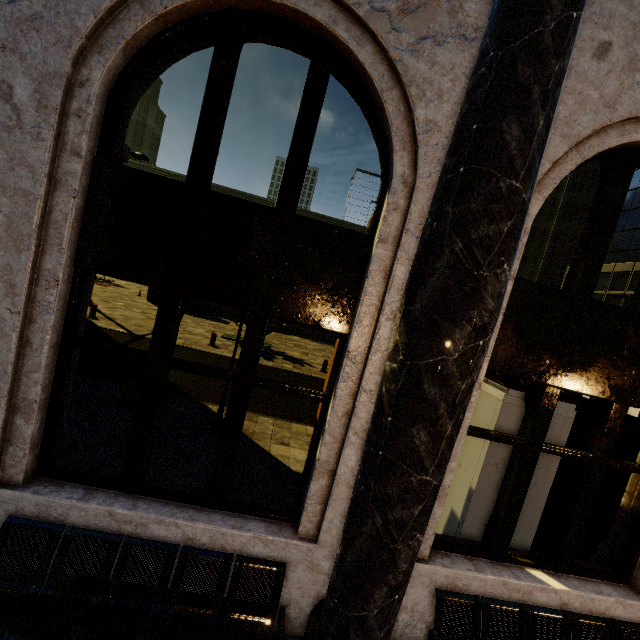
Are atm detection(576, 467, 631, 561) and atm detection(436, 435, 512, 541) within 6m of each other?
yes

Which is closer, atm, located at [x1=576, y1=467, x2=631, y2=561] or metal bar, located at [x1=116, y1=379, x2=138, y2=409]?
atm, located at [x1=576, y1=467, x2=631, y2=561]

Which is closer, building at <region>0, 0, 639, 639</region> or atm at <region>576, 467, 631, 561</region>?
building at <region>0, 0, 639, 639</region>

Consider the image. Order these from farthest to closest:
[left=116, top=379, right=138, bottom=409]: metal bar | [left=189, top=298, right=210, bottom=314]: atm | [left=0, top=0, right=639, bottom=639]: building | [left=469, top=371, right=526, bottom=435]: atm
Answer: A:
[left=189, top=298, right=210, bottom=314]: atm
[left=116, top=379, right=138, bottom=409]: metal bar
[left=469, top=371, right=526, bottom=435]: atm
[left=0, top=0, right=639, bottom=639]: building

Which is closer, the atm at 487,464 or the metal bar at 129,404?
the atm at 487,464

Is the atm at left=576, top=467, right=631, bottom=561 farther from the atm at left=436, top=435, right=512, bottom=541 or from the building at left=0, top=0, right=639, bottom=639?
the atm at left=436, top=435, right=512, bottom=541

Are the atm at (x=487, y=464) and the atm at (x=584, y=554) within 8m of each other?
yes

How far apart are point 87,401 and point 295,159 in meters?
6.7 m
